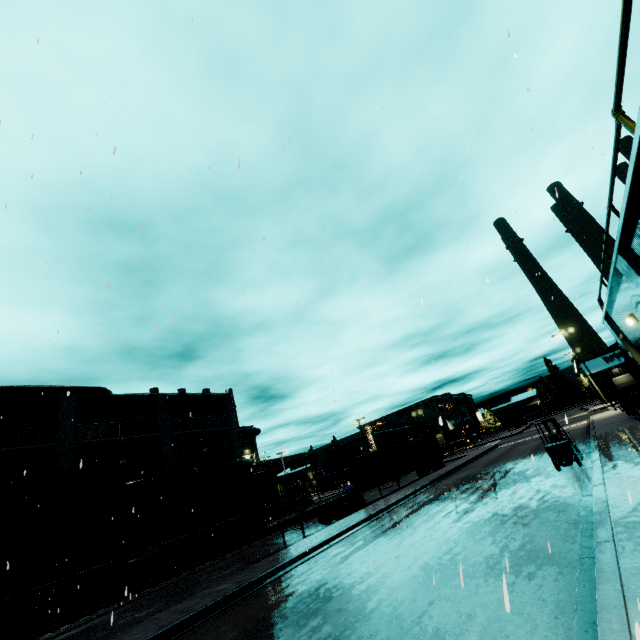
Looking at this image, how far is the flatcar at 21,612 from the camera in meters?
16.9

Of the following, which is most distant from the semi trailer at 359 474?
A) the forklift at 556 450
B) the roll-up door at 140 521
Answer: the forklift at 556 450

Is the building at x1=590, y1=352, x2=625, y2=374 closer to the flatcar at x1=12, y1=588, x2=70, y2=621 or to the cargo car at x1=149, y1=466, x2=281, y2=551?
the cargo car at x1=149, y1=466, x2=281, y2=551

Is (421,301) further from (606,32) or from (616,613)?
(606,32)

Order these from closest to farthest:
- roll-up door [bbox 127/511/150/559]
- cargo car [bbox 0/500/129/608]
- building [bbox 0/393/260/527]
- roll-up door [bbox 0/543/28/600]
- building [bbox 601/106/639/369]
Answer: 1. building [bbox 601/106/639/369]
2. cargo car [bbox 0/500/129/608]
3. roll-up door [bbox 0/543/28/600]
4. building [bbox 0/393/260/527]
5. roll-up door [bbox 127/511/150/559]

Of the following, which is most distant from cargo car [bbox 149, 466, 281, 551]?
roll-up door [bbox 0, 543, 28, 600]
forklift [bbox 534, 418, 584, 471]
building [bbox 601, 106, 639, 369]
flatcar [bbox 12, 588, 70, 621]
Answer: forklift [bbox 534, 418, 584, 471]

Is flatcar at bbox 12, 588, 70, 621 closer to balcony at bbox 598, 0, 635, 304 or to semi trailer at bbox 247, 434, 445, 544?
semi trailer at bbox 247, 434, 445, 544

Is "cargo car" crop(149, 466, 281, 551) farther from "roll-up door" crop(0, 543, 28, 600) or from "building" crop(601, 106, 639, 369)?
"roll-up door" crop(0, 543, 28, 600)
